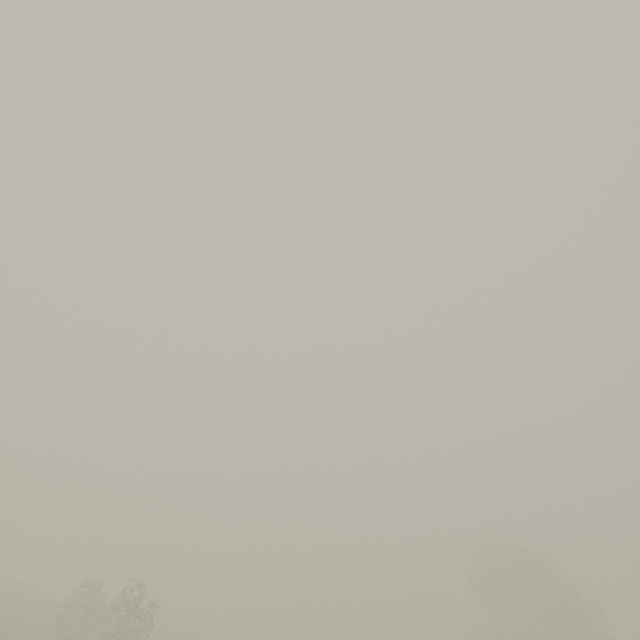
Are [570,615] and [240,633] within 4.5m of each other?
no
